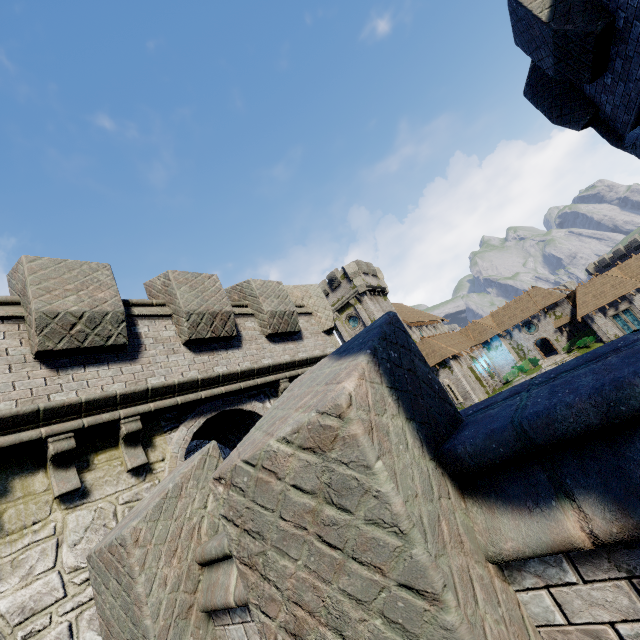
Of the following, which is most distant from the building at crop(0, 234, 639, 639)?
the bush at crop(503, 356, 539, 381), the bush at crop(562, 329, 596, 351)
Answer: the bush at crop(562, 329, 596, 351)

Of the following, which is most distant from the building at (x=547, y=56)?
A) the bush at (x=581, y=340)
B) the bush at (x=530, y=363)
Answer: the bush at (x=581, y=340)

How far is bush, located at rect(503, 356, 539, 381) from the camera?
42.04m

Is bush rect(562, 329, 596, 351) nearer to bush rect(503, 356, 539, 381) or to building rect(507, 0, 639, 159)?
bush rect(503, 356, 539, 381)

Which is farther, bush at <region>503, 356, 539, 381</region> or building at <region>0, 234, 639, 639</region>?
bush at <region>503, 356, 539, 381</region>

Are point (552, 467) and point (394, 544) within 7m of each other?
yes

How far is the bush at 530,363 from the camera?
42.0m
